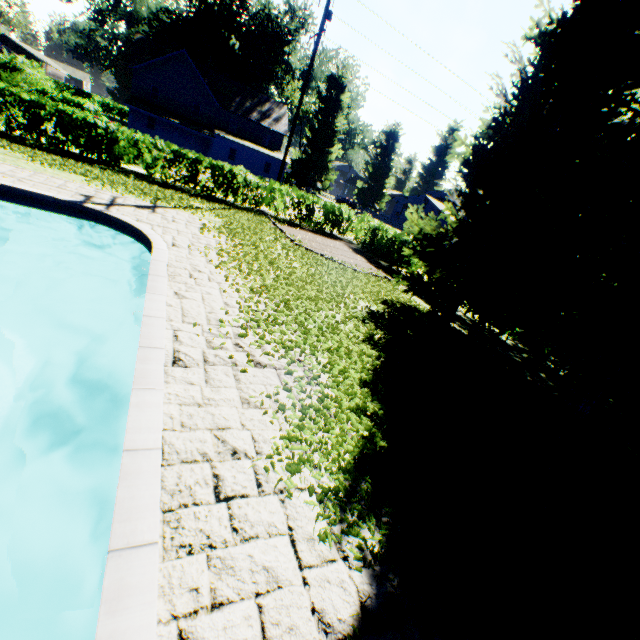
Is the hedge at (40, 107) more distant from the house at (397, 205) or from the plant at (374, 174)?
the house at (397, 205)

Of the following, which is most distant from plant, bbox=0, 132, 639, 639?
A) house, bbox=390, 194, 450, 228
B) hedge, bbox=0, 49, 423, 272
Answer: hedge, bbox=0, 49, 423, 272

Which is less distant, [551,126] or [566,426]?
[566,426]

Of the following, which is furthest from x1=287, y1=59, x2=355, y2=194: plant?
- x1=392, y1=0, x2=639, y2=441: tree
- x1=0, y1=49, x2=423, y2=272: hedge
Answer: x1=0, y1=49, x2=423, y2=272: hedge

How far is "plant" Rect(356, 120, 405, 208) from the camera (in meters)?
55.72

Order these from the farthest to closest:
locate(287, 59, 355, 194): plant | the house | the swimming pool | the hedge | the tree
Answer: the house < locate(287, 59, 355, 194): plant < the hedge < the tree < the swimming pool

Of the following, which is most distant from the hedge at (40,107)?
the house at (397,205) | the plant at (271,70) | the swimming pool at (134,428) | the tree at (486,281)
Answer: the house at (397,205)

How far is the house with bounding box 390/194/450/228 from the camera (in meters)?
53.06
